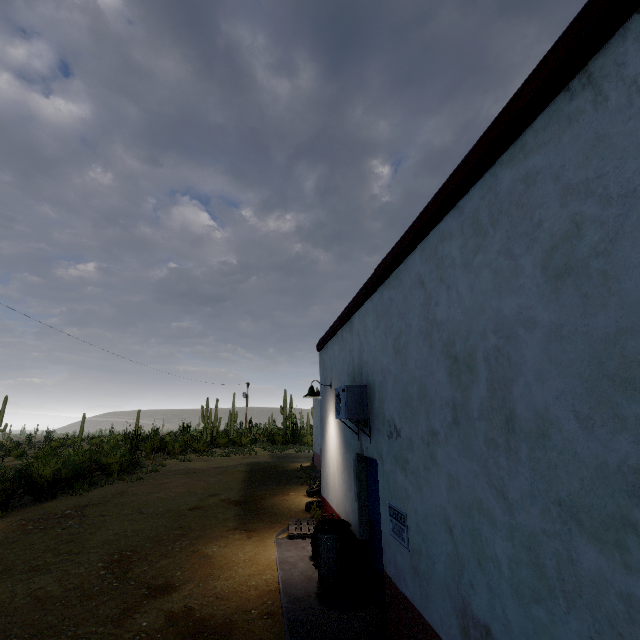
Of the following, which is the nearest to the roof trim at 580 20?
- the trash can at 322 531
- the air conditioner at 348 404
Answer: the air conditioner at 348 404

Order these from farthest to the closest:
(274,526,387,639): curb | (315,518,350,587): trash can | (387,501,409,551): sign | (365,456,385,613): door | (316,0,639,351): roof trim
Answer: (315,518,350,587): trash can < (365,456,385,613): door < (274,526,387,639): curb < (387,501,409,551): sign < (316,0,639,351): roof trim

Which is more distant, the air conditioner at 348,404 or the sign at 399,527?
the air conditioner at 348,404

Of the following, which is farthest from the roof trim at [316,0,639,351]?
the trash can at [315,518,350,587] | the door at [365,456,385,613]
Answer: the trash can at [315,518,350,587]

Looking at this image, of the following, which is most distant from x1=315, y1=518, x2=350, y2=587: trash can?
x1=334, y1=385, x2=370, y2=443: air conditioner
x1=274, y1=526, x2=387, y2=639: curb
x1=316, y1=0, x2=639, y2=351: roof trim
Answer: x1=316, y1=0, x2=639, y2=351: roof trim

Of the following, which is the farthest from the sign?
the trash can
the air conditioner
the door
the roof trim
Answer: the roof trim

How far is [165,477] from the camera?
17.8 meters

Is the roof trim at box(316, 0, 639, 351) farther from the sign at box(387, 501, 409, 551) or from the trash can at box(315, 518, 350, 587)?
the trash can at box(315, 518, 350, 587)
